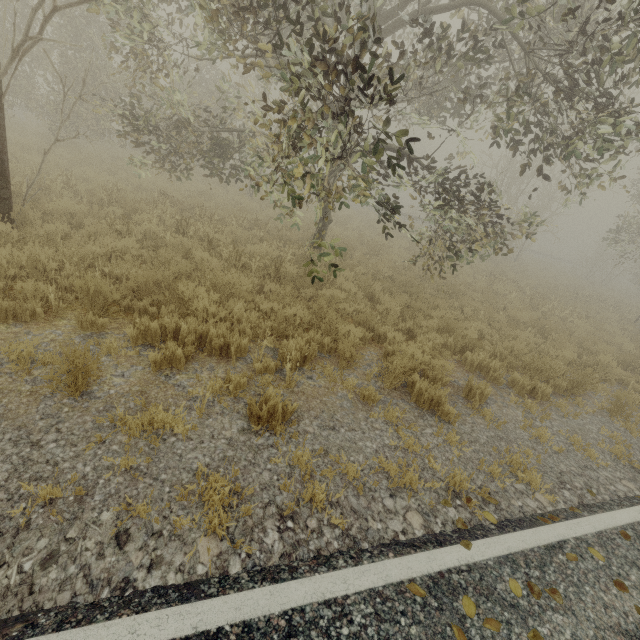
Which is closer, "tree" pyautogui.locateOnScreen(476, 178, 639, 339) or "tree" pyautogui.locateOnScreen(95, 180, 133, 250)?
"tree" pyautogui.locateOnScreen(95, 180, 133, 250)

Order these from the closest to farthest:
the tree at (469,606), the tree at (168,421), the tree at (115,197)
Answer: the tree at (469,606) < the tree at (168,421) < the tree at (115,197)

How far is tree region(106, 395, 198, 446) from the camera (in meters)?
3.17

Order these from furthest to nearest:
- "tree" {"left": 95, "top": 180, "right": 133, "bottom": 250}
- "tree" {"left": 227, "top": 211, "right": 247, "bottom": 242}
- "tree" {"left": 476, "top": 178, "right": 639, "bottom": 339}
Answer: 1. "tree" {"left": 476, "top": 178, "right": 639, "bottom": 339}
2. "tree" {"left": 227, "top": 211, "right": 247, "bottom": 242}
3. "tree" {"left": 95, "top": 180, "right": 133, "bottom": 250}

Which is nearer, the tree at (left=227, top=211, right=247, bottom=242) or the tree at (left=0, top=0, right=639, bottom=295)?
the tree at (left=0, top=0, right=639, bottom=295)

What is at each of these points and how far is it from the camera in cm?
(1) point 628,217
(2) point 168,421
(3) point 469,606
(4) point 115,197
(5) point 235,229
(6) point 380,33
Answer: (1) tree, 1558
(2) tree, 331
(3) tree, 254
(4) tree, 867
(5) tree, 952
(6) tree, 445

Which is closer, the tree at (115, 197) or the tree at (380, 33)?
the tree at (380, 33)
